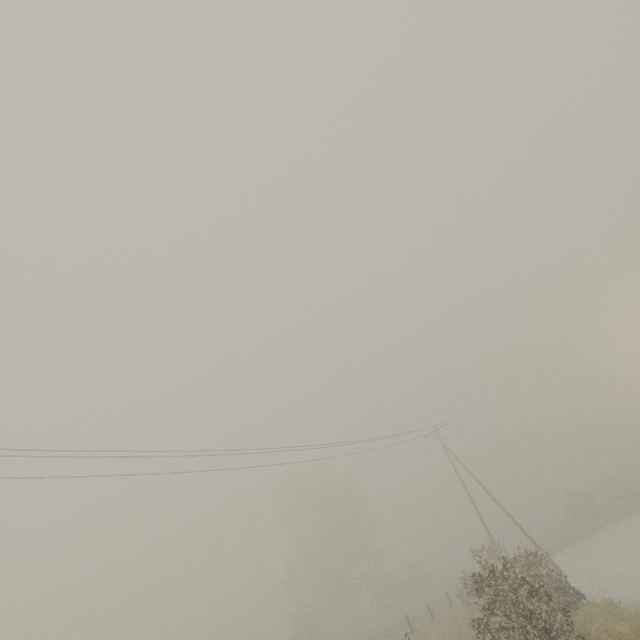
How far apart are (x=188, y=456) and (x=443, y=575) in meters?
54.1
